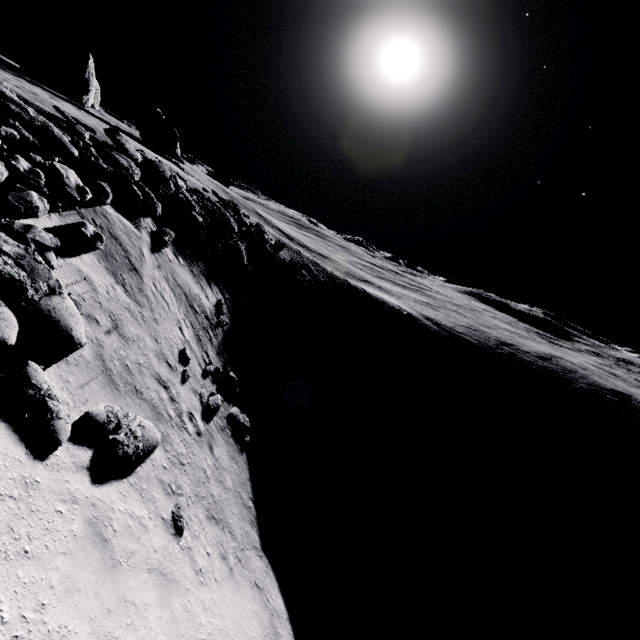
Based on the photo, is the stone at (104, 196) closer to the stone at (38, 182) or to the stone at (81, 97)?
the stone at (38, 182)

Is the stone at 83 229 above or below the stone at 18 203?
below

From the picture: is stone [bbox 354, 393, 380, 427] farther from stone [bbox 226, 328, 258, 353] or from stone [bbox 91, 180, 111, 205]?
stone [bbox 91, 180, 111, 205]

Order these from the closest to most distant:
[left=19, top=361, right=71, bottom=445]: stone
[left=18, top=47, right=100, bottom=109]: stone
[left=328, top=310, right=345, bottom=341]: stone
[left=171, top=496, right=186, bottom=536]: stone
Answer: [left=19, top=361, right=71, bottom=445]: stone
[left=171, top=496, right=186, bottom=536]: stone
[left=328, top=310, right=345, bottom=341]: stone
[left=18, top=47, right=100, bottom=109]: stone

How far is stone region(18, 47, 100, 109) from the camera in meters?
39.0 m

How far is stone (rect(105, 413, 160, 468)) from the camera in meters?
8.1

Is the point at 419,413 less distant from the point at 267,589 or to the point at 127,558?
the point at 267,589

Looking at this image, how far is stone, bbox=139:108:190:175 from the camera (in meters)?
50.38
